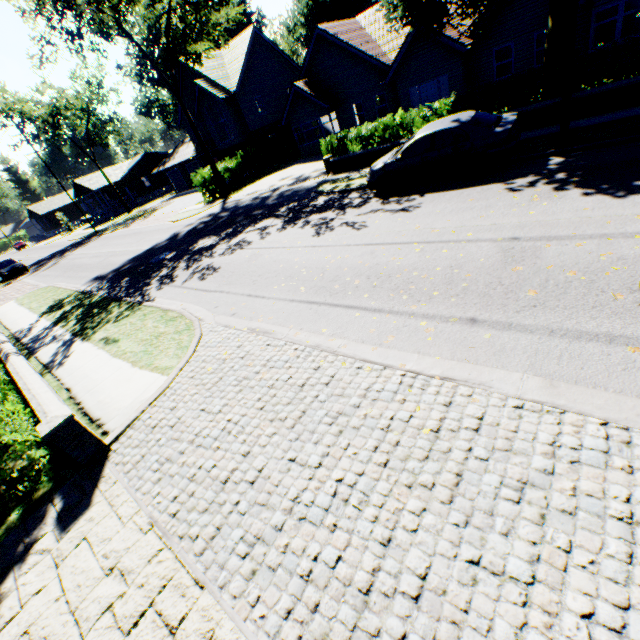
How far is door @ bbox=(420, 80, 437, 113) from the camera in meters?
20.2 m

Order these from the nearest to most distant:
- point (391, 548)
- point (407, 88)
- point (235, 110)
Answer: point (391, 548)
point (407, 88)
point (235, 110)

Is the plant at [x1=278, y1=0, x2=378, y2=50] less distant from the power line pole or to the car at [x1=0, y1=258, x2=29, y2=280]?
the car at [x1=0, y1=258, x2=29, y2=280]

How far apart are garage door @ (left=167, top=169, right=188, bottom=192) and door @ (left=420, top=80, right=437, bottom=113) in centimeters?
3401cm

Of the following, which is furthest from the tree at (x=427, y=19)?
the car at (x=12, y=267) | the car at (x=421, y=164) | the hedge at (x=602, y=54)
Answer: the car at (x=12, y=267)

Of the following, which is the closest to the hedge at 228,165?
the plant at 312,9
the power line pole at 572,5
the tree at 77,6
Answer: the tree at 77,6

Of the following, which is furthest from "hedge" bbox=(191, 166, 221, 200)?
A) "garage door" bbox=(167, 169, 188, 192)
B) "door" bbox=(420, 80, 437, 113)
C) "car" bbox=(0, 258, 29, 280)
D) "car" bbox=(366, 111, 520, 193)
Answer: "car" bbox=(0, 258, 29, 280)

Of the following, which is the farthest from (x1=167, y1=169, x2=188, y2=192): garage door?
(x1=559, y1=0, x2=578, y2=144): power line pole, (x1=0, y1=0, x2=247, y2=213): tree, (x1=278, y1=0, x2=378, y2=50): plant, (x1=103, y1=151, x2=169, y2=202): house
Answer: (x1=559, y1=0, x2=578, y2=144): power line pole
